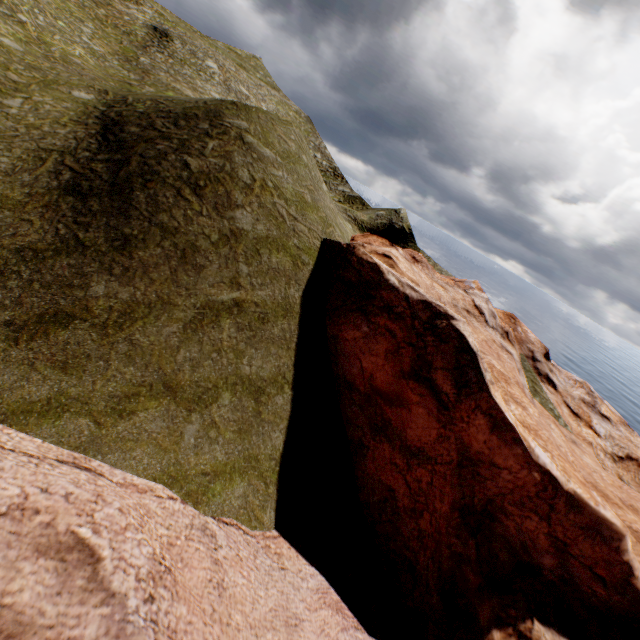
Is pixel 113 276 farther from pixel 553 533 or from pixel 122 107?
pixel 553 533
